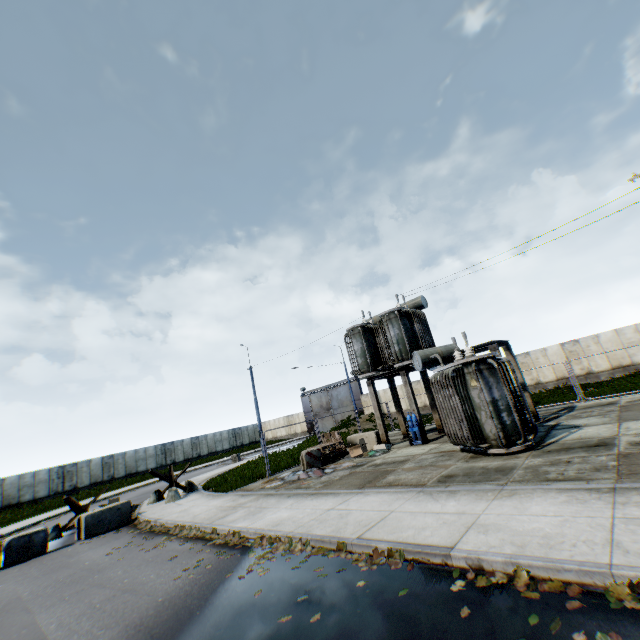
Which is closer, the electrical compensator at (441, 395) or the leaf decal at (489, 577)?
the leaf decal at (489, 577)

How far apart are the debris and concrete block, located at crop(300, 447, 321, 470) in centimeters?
129cm

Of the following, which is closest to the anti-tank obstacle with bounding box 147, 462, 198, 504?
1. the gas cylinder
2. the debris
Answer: the debris

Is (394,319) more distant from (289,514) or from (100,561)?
(100,561)

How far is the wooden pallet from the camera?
15.79m

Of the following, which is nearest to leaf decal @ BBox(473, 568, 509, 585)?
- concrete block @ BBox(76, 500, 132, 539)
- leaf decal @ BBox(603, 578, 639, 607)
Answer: leaf decal @ BBox(603, 578, 639, 607)

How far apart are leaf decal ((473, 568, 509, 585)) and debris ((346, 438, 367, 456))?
11.2m

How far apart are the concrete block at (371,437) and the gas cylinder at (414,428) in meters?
2.2
